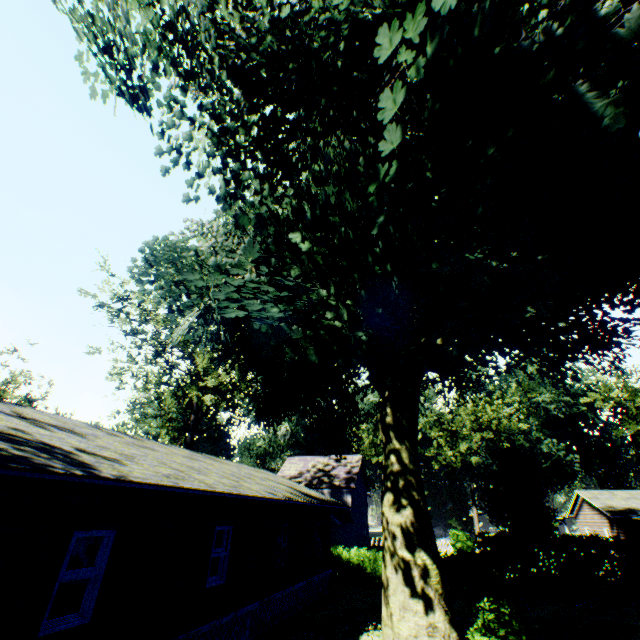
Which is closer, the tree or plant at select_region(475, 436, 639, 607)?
plant at select_region(475, 436, 639, 607)

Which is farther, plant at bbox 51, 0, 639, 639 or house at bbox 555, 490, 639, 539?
house at bbox 555, 490, 639, 539

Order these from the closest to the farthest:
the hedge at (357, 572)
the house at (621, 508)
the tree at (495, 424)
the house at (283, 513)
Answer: the house at (283, 513), the hedge at (357, 572), the house at (621, 508), the tree at (495, 424)

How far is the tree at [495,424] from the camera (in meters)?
42.84

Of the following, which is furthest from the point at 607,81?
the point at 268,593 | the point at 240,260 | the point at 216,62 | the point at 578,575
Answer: the point at 578,575

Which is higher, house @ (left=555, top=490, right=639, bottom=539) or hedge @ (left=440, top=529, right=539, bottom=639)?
house @ (left=555, top=490, right=639, bottom=539)

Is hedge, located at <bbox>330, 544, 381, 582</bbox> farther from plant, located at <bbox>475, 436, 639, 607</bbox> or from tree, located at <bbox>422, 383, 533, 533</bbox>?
tree, located at <bbox>422, 383, 533, 533</bbox>

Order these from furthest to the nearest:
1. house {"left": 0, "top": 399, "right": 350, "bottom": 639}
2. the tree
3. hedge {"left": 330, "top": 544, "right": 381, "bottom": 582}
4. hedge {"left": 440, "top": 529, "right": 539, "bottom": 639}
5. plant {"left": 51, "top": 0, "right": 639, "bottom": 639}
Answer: the tree → hedge {"left": 330, "top": 544, "right": 381, "bottom": 582} → hedge {"left": 440, "top": 529, "right": 539, "bottom": 639} → house {"left": 0, "top": 399, "right": 350, "bottom": 639} → plant {"left": 51, "top": 0, "right": 639, "bottom": 639}
